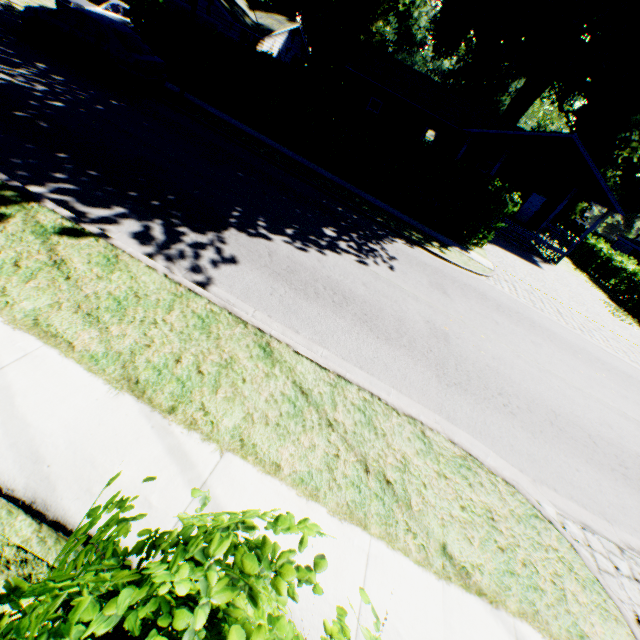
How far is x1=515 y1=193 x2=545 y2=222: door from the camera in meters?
25.6 m

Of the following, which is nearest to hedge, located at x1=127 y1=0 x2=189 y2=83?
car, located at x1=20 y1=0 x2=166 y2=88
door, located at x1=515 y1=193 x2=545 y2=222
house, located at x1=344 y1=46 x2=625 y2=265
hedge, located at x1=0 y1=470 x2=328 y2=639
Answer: car, located at x1=20 y1=0 x2=166 y2=88

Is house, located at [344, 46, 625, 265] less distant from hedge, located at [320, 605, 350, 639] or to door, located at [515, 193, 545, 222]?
door, located at [515, 193, 545, 222]

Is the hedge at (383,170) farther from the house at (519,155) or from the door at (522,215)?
the door at (522,215)

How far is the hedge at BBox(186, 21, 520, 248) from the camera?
14.0 meters

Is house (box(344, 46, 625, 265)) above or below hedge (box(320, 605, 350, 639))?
above

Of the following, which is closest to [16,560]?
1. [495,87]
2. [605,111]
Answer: [605,111]

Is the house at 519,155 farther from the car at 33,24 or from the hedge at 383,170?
the car at 33,24
